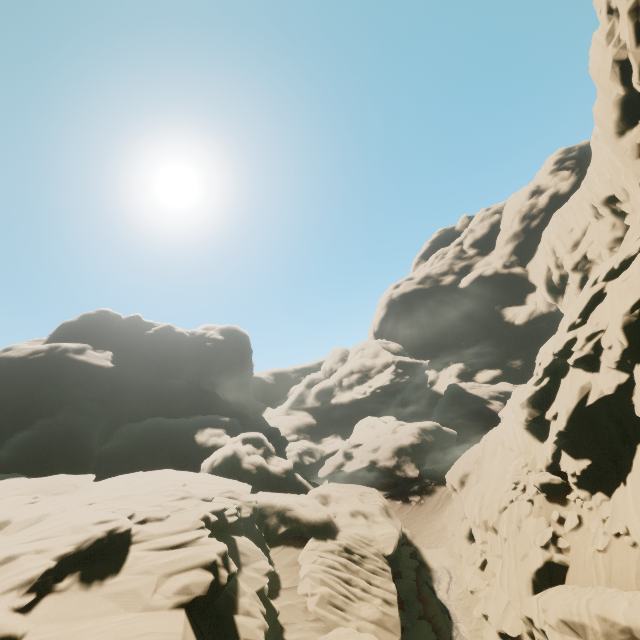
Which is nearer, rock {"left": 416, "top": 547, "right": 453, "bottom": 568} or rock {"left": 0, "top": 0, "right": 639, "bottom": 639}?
rock {"left": 0, "top": 0, "right": 639, "bottom": 639}

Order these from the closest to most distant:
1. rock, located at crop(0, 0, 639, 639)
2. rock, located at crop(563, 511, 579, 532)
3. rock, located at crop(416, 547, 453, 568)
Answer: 1. rock, located at crop(0, 0, 639, 639)
2. rock, located at crop(563, 511, 579, 532)
3. rock, located at crop(416, 547, 453, 568)

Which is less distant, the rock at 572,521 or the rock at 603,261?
the rock at 603,261

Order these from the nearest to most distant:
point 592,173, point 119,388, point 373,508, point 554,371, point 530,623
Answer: point 530,623
point 554,371
point 373,508
point 592,173
point 119,388

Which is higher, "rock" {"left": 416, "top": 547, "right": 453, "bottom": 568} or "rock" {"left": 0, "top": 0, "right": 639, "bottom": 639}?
"rock" {"left": 0, "top": 0, "right": 639, "bottom": 639}

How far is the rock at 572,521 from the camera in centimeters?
1538cm
